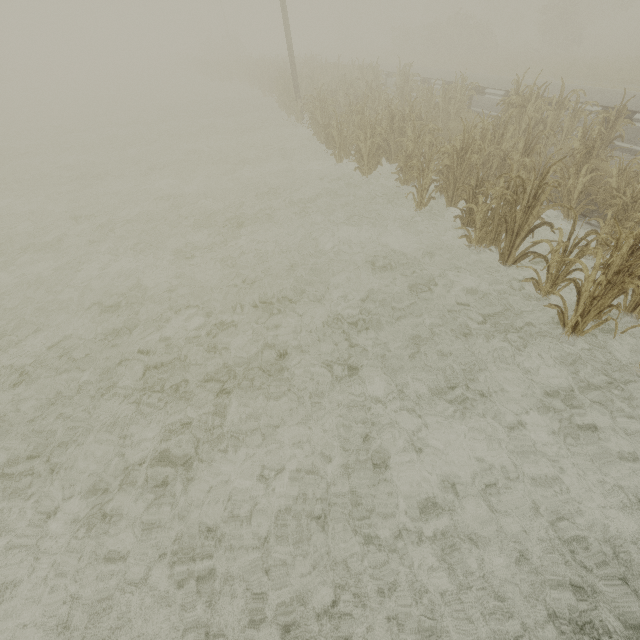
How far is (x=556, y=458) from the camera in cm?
359
